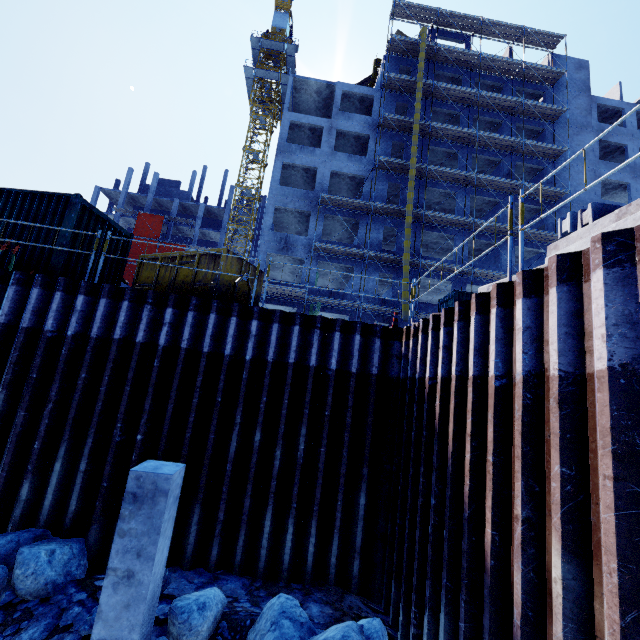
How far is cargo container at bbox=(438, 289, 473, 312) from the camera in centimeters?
1983cm

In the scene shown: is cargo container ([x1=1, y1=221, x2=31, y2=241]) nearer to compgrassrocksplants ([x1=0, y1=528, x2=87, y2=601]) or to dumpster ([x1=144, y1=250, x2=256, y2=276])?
dumpster ([x1=144, y1=250, x2=256, y2=276])

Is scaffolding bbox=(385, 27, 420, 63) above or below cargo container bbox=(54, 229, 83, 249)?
above

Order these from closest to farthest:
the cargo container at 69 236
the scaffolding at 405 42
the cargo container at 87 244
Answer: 1. the cargo container at 69 236
2. the cargo container at 87 244
3. the scaffolding at 405 42

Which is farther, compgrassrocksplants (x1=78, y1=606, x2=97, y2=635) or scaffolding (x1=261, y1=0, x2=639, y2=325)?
scaffolding (x1=261, y1=0, x2=639, y2=325)

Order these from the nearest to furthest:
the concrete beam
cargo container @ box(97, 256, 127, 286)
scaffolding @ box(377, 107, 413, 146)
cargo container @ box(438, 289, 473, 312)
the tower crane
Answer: the concrete beam
cargo container @ box(97, 256, 127, 286)
cargo container @ box(438, 289, 473, 312)
scaffolding @ box(377, 107, 413, 146)
the tower crane

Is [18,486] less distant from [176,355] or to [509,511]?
[176,355]

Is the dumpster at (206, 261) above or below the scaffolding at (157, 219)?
below
